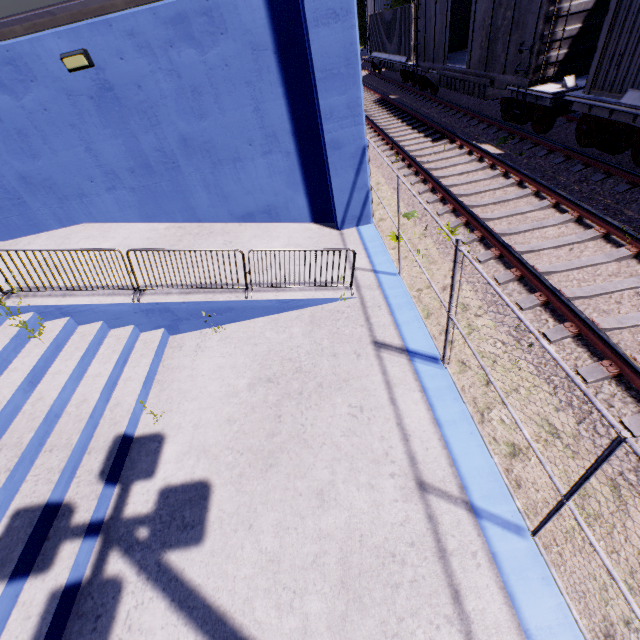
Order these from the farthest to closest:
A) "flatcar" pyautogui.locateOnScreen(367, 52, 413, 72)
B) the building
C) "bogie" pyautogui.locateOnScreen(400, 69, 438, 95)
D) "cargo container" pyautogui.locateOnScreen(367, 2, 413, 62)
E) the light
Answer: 1. "flatcar" pyautogui.locateOnScreen(367, 52, 413, 72)
2. "cargo container" pyautogui.locateOnScreen(367, 2, 413, 62)
3. "bogie" pyautogui.locateOnScreen(400, 69, 438, 95)
4. the light
5. the building

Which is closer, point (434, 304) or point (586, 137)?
point (434, 304)

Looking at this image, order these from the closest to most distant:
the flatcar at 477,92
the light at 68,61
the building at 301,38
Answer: the building at 301,38
the light at 68,61
the flatcar at 477,92

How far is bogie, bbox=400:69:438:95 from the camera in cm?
1739

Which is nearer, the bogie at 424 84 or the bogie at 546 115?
the bogie at 546 115

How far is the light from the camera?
6.0m

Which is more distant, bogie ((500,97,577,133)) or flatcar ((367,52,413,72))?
flatcar ((367,52,413,72))

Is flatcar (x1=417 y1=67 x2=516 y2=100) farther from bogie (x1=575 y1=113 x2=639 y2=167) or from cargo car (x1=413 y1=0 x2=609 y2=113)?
bogie (x1=575 y1=113 x2=639 y2=167)
